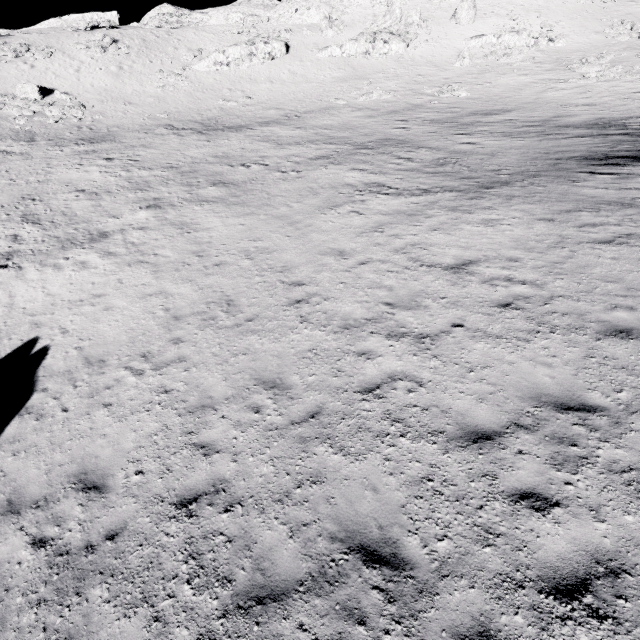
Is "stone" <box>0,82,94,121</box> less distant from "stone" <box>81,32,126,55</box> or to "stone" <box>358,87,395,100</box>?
"stone" <box>81,32,126,55</box>

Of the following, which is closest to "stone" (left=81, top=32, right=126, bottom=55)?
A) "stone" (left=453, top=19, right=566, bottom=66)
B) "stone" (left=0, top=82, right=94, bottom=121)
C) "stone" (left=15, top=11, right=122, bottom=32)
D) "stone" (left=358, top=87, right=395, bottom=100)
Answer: "stone" (left=0, top=82, right=94, bottom=121)

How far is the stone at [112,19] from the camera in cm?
4266

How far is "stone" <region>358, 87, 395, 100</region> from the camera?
34.16m

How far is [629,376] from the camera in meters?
5.9 m

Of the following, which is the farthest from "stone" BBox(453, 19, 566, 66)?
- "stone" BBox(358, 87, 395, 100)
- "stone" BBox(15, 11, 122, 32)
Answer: "stone" BBox(15, 11, 122, 32)

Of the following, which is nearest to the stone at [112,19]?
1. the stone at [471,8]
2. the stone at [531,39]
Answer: the stone at [471,8]

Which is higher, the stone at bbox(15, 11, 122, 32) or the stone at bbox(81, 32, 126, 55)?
the stone at bbox(15, 11, 122, 32)
